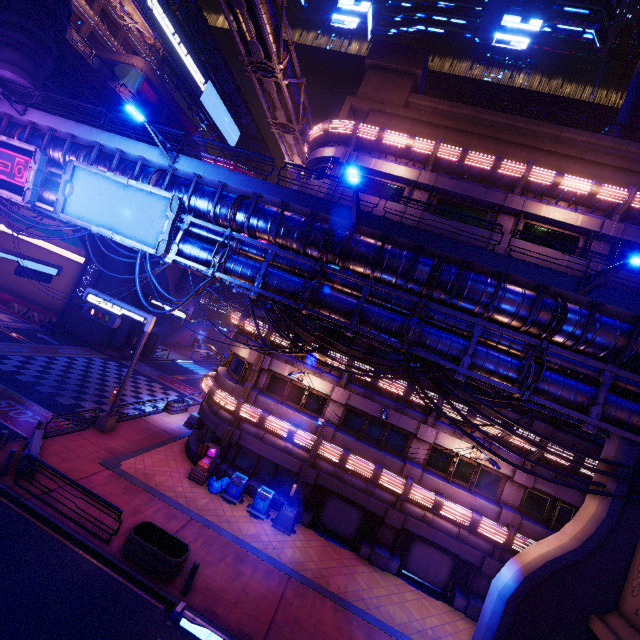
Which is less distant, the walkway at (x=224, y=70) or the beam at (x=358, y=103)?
the beam at (x=358, y=103)

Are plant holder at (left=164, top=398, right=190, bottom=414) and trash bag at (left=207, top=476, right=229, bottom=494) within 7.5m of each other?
no

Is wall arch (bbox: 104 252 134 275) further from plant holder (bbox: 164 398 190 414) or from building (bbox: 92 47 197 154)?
plant holder (bbox: 164 398 190 414)

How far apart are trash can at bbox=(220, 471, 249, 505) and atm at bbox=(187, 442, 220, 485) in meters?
1.1

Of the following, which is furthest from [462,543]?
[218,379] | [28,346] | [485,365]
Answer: [28,346]

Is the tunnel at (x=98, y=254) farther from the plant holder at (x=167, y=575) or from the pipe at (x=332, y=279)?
the plant holder at (x=167, y=575)

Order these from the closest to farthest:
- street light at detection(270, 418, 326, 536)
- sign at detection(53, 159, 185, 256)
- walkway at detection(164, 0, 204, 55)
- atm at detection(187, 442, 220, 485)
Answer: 1. sign at detection(53, 159, 185, 256)
2. street light at detection(270, 418, 326, 536)
3. atm at detection(187, 442, 220, 485)
4. walkway at detection(164, 0, 204, 55)

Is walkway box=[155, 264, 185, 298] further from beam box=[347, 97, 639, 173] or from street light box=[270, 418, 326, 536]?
street light box=[270, 418, 326, 536]
